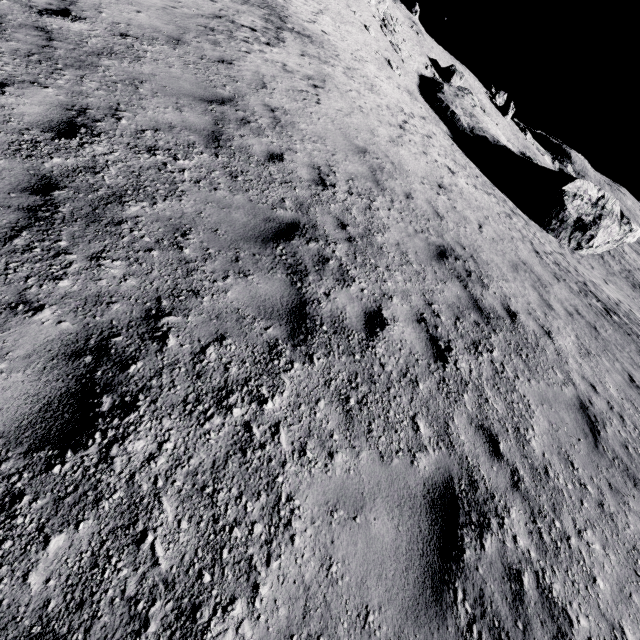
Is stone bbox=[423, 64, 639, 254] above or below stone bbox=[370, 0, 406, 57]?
below

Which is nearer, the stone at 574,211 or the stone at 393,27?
the stone at 574,211

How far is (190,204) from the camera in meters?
4.3 m

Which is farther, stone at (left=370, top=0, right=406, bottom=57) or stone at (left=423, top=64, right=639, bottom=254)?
stone at (left=370, top=0, right=406, bottom=57)

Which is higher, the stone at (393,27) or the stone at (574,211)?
the stone at (393,27)
